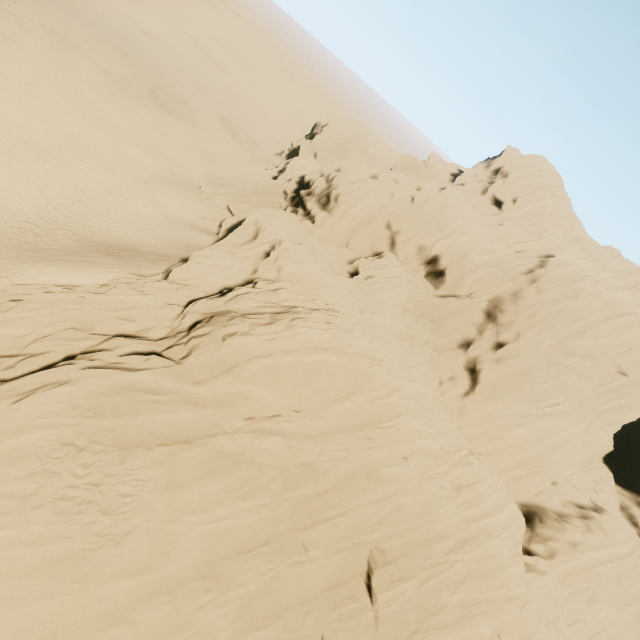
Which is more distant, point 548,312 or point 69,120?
point 69,120
